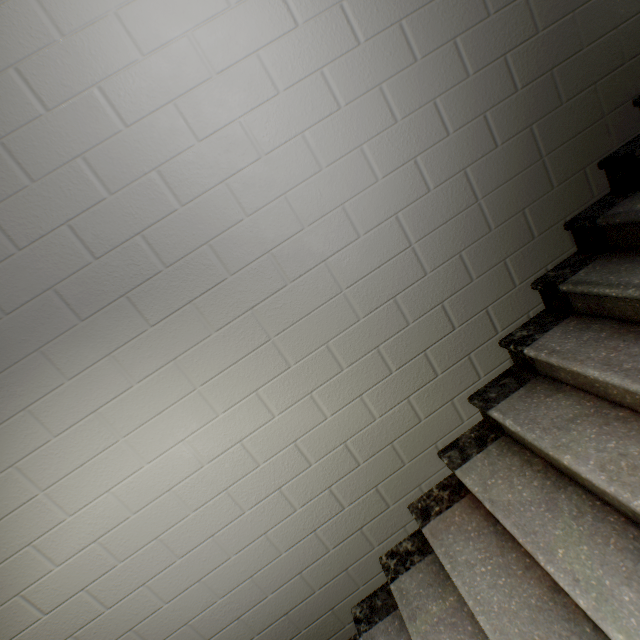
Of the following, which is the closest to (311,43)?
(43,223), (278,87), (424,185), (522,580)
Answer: (278,87)
